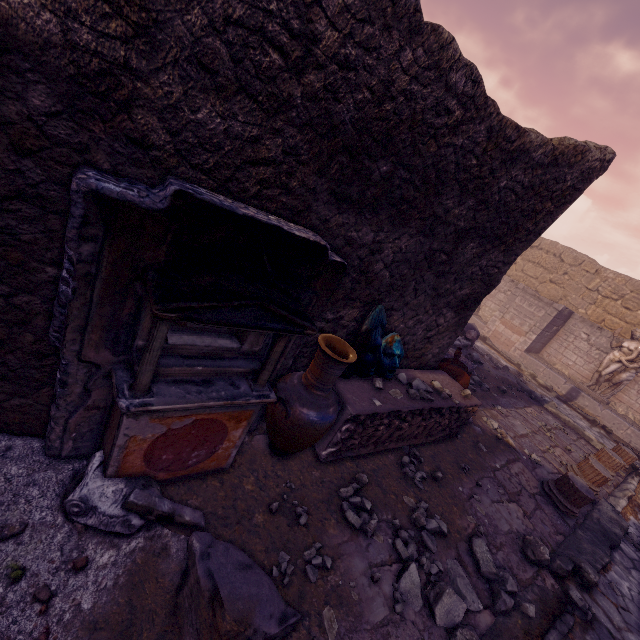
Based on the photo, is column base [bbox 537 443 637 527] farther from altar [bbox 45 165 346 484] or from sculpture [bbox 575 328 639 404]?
sculpture [bbox 575 328 639 404]

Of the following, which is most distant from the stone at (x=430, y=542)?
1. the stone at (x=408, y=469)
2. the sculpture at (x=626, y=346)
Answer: the sculpture at (x=626, y=346)

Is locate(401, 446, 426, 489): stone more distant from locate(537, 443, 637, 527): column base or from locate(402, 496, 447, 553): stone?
locate(537, 443, 637, 527): column base

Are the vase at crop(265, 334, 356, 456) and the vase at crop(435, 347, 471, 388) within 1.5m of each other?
no

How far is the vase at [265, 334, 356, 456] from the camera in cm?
281

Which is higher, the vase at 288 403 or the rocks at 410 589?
the vase at 288 403

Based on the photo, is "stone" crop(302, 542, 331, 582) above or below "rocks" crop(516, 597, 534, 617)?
above

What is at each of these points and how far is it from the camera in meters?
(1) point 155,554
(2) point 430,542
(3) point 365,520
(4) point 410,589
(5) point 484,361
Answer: (1) debris pile, 2.1
(2) stone, 3.3
(3) stone, 3.1
(4) rocks, 2.8
(5) debris pile, 10.7
